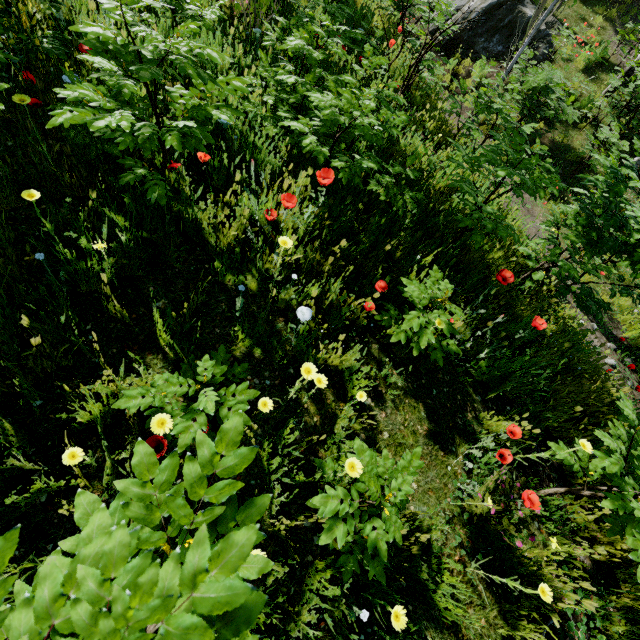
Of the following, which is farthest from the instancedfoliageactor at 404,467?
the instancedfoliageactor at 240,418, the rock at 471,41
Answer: the rock at 471,41

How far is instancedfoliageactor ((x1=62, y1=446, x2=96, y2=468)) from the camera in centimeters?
127cm

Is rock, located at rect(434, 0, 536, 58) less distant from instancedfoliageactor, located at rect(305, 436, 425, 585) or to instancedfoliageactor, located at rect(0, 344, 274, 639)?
instancedfoliageactor, located at rect(305, 436, 425, 585)

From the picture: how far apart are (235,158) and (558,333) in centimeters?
390cm

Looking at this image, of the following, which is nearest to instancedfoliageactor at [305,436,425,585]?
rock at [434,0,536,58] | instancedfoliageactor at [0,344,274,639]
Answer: instancedfoliageactor at [0,344,274,639]

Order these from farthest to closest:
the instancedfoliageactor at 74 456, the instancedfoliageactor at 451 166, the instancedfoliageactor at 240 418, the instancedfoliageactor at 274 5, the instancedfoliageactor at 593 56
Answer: the instancedfoliageactor at 593 56 < the instancedfoliageactor at 274 5 < the instancedfoliageactor at 451 166 < the instancedfoliageactor at 74 456 < the instancedfoliageactor at 240 418
